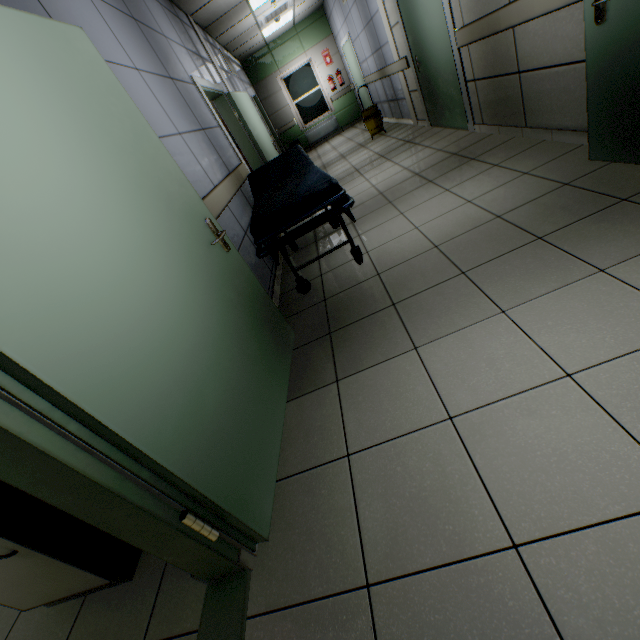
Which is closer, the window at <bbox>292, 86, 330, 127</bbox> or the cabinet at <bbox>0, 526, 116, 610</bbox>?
the cabinet at <bbox>0, 526, 116, 610</bbox>

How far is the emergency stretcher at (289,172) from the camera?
2.3m

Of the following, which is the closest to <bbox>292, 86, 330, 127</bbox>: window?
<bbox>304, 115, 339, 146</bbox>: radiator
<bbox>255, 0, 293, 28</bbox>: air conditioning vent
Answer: <bbox>304, 115, 339, 146</bbox>: radiator

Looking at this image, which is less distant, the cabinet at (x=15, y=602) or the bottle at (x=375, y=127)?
the cabinet at (x=15, y=602)

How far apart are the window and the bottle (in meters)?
4.30

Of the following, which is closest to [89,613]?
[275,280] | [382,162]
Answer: [275,280]

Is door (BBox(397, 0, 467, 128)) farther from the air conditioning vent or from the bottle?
the air conditioning vent

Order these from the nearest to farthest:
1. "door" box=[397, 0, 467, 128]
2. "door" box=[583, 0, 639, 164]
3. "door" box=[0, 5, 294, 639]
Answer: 1. "door" box=[0, 5, 294, 639]
2. "door" box=[583, 0, 639, 164]
3. "door" box=[397, 0, 467, 128]
